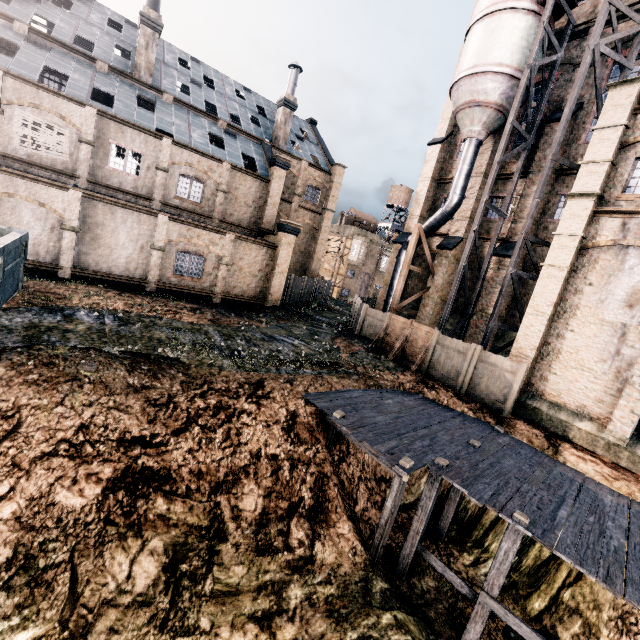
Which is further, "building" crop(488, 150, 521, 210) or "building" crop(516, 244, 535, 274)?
"building" crop(488, 150, 521, 210)

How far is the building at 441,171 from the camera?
26.98m

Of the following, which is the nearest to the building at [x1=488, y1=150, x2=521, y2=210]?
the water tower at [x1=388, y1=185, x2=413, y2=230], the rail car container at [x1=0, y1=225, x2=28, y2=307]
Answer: the water tower at [x1=388, y1=185, x2=413, y2=230]

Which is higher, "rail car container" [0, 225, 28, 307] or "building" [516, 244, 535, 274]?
"building" [516, 244, 535, 274]

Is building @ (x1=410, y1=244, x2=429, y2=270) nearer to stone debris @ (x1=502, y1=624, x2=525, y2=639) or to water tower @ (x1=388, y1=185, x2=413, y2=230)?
water tower @ (x1=388, y1=185, x2=413, y2=230)

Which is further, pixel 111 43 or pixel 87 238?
pixel 111 43

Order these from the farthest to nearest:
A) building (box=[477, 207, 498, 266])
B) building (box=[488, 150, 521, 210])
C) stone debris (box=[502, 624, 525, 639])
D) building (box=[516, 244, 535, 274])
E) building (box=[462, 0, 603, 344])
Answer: building (box=[477, 207, 498, 266]) → building (box=[488, 150, 521, 210]) → building (box=[516, 244, 535, 274]) → building (box=[462, 0, 603, 344]) → stone debris (box=[502, 624, 525, 639])

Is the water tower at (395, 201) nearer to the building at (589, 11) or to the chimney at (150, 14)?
the building at (589, 11)
